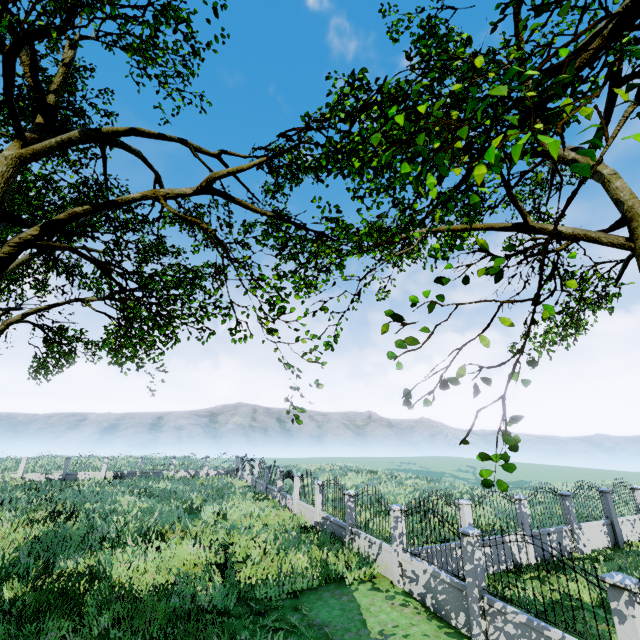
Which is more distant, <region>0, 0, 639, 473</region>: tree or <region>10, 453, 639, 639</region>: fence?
<region>10, 453, 639, 639</region>: fence

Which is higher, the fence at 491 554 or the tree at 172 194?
the tree at 172 194

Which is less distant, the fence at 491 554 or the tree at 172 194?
the tree at 172 194

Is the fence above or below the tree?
below

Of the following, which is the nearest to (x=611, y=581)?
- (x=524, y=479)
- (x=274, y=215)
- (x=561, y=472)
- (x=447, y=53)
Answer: (x=274, y=215)
